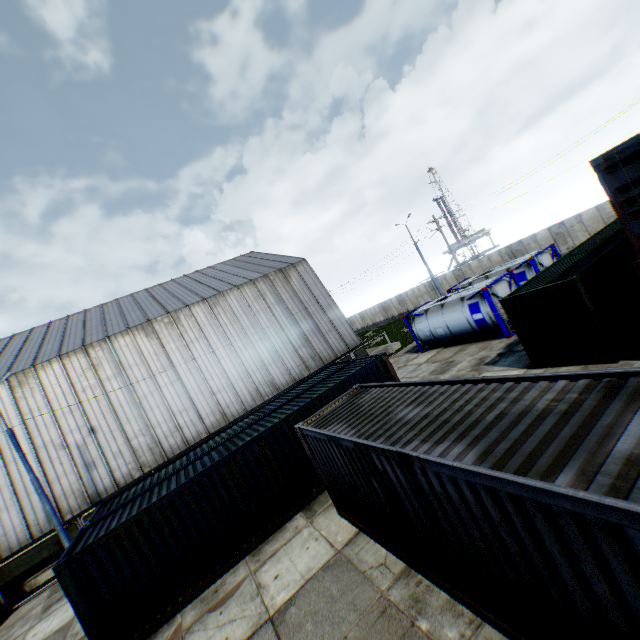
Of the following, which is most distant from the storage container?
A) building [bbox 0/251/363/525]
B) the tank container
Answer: building [bbox 0/251/363/525]

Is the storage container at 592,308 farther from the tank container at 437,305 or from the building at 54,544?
the building at 54,544

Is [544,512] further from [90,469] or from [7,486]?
[7,486]

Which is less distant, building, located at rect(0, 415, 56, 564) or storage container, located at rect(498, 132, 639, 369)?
storage container, located at rect(498, 132, 639, 369)

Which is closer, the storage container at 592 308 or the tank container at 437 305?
the storage container at 592 308

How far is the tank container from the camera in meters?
17.5

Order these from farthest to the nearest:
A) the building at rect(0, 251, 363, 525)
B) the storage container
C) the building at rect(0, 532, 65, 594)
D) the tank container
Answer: the building at rect(0, 251, 363, 525) < the tank container < the building at rect(0, 532, 65, 594) < the storage container
